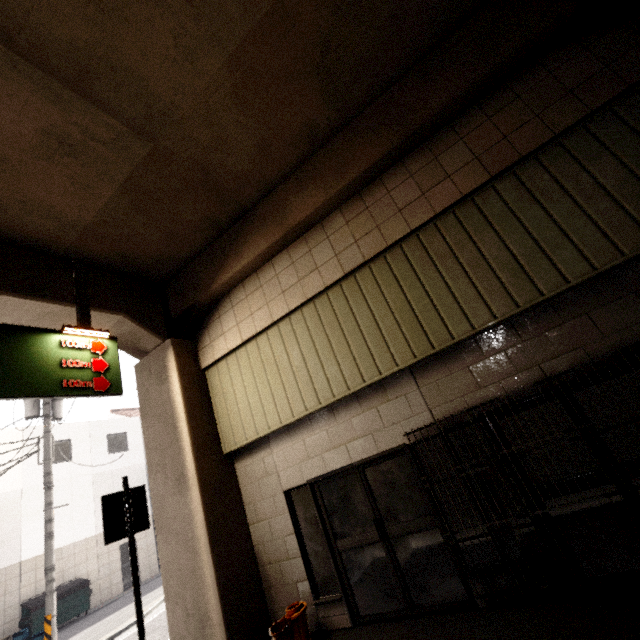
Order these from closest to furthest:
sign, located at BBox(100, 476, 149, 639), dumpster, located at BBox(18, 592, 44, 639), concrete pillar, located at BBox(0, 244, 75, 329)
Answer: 1. sign, located at BBox(100, 476, 149, 639)
2. concrete pillar, located at BBox(0, 244, 75, 329)
3. dumpster, located at BBox(18, 592, 44, 639)

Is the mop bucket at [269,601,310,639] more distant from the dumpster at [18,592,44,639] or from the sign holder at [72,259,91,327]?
the dumpster at [18,592,44,639]

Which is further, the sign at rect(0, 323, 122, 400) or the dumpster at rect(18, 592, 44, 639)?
the dumpster at rect(18, 592, 44, 639)

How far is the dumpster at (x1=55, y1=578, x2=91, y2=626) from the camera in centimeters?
1339cm

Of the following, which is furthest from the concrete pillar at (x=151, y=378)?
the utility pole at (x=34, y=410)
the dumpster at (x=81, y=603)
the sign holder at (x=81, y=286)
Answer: the dumpster at (x=81, y=603)

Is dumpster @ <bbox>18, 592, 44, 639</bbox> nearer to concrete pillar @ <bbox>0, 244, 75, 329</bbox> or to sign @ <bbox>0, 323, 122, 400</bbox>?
concrete pillar @ <bbox>0, 244, 75, 329</bbox>

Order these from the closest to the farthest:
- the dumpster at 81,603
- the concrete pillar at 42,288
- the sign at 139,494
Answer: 1. the sign at 139,494
2. the concrete pillar at 42,288
3. the dumpster at 81,603

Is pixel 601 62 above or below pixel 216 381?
above
